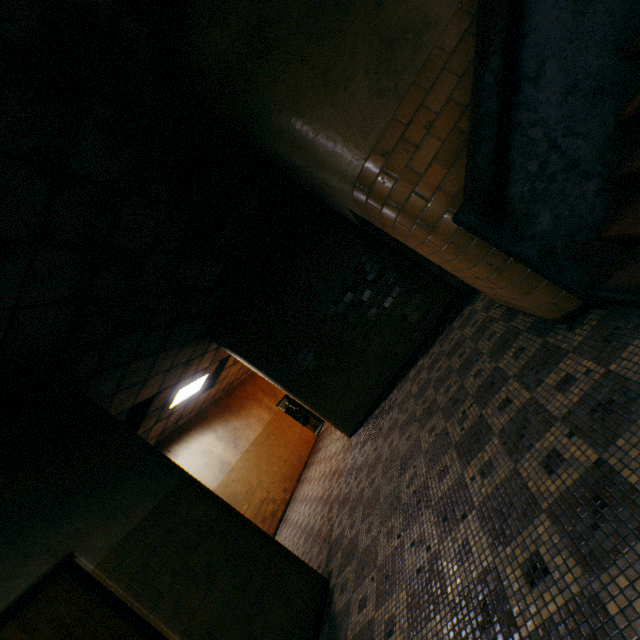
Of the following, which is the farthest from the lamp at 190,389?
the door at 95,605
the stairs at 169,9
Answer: the stairs at 169,9

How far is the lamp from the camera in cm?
801

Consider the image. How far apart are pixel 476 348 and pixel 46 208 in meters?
4.5 m

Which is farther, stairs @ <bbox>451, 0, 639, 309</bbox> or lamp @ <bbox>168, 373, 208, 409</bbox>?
lamp @ <bbox>168, 373, 208, 409</bbox>

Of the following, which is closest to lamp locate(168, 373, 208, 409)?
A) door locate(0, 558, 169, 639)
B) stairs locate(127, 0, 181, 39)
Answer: door locate(0, 558, 169, 639)

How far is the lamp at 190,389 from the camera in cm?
801

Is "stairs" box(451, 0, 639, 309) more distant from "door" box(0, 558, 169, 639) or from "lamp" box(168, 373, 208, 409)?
"lamp" box(168, 373, 208, 409)

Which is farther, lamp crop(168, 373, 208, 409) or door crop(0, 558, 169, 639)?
lamp crop(168, 373, 208, 409)
